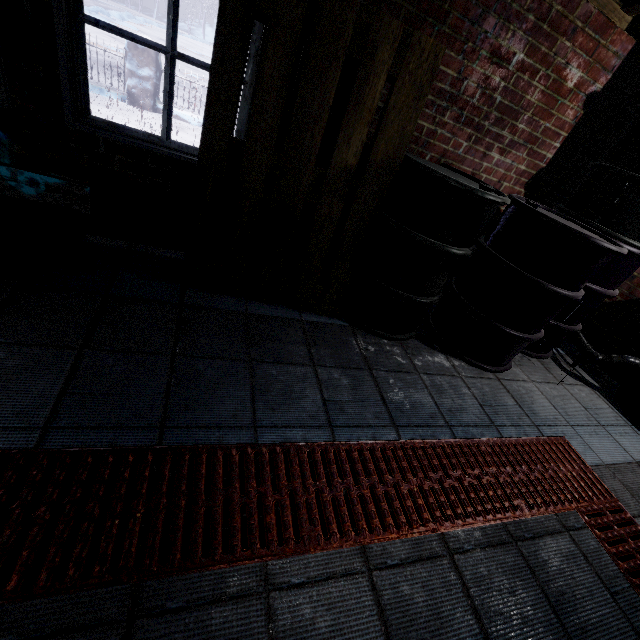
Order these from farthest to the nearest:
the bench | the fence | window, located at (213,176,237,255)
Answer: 1. the fence
2. window, located at (213,176,237,255)
3. the bench

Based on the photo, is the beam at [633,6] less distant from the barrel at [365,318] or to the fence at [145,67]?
the barrel at [365,318]

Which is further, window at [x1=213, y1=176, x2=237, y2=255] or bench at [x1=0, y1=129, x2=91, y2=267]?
window at [x1=213, y1=176, x2=237, y2=255]

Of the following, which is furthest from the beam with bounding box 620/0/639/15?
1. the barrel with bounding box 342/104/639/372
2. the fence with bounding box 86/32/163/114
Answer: the fence with bounding box 86/32/163/114

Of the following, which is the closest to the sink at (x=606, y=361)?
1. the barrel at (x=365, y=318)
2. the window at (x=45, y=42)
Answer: the barrel at (x=365, y=318)

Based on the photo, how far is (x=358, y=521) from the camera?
1.2m

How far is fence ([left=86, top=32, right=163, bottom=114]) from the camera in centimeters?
484cm

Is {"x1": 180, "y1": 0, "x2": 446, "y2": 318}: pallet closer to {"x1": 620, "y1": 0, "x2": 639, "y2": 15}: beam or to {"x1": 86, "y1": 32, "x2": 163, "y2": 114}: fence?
{"x1": 620, "y1": 0, "x2": 639, "y2": 15}: beam
